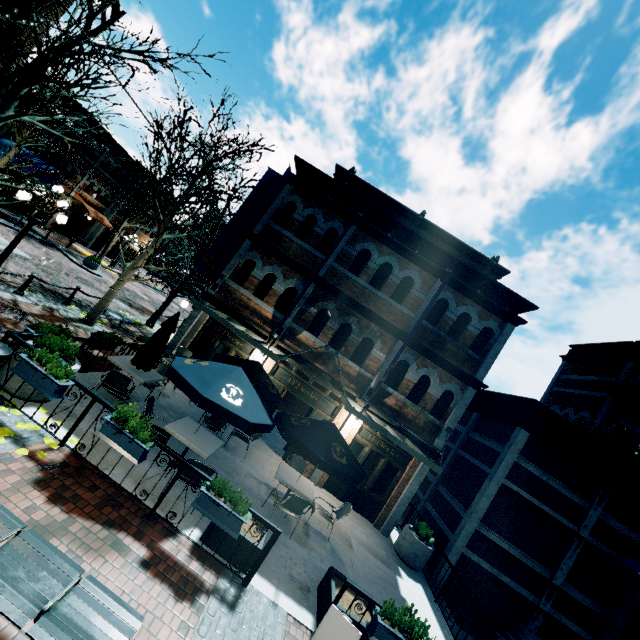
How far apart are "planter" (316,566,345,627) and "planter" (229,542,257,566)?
1.5m

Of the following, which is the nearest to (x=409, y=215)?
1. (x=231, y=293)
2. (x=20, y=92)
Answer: (x=231, y=293)

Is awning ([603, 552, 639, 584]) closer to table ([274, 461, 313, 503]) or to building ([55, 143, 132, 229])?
building ([55, 143, 132, 229])

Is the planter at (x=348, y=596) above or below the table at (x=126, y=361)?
below

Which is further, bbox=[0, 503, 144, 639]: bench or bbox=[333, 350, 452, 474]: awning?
bbox=[333, 350, 452, 474]: awning

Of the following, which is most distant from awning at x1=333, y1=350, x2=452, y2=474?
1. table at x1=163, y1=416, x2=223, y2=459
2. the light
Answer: the light

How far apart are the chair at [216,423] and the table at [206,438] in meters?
1.2 m

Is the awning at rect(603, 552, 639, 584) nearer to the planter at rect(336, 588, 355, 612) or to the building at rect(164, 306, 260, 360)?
the building at rect(164, 306, 260, 360)
